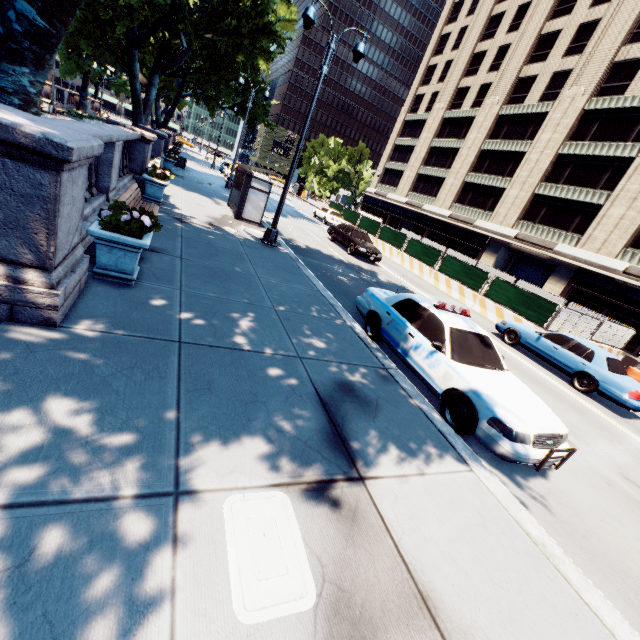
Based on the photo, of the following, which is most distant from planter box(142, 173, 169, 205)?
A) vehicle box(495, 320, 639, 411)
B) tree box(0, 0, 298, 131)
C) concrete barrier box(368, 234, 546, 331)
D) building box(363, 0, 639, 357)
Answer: building box(363, 0, 639, 357)

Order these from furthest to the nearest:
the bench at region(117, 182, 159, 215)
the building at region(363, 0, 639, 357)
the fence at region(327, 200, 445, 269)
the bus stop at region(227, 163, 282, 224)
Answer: the building at region(363, 0, 639, 357), the fence at region(327, 200, 445, 269), the bus stop at region(227, 163, 282, 224), the bench at region(117, 182, 159, 215)

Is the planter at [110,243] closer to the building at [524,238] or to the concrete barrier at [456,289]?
the concrete barrier at [456,289]

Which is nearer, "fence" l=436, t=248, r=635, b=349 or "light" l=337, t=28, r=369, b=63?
"light" l=337, t=28, r=369, b=63

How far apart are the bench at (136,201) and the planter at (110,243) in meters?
1.4

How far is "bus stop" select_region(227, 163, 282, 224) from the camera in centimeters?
1416cm

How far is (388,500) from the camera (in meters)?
3.38

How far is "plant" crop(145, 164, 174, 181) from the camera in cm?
1099
